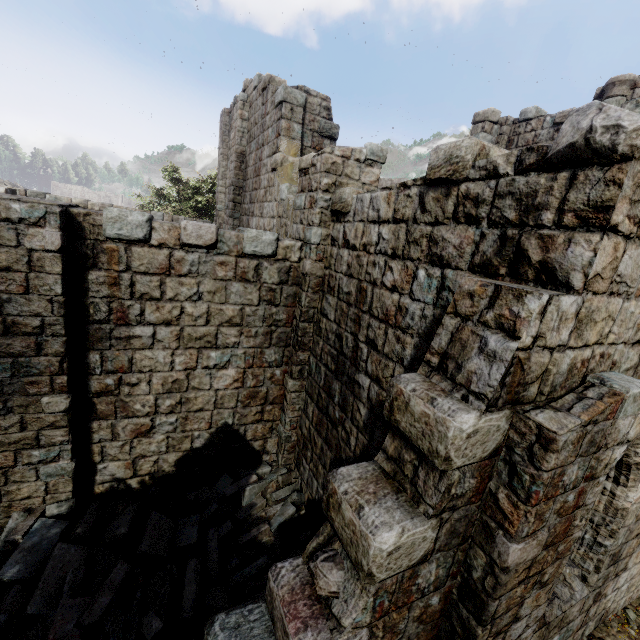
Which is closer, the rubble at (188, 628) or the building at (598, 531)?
the building at (598, 531)

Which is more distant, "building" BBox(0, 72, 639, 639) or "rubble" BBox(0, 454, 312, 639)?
"rubble" BBox(0, 454, 312, 639)

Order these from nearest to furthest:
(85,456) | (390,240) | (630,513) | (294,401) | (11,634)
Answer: (11,634), (390,240), (630,513), (85,456), (294,401)

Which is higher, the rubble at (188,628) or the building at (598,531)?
the building at (598,531)

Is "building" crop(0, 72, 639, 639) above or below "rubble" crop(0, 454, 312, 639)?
above
